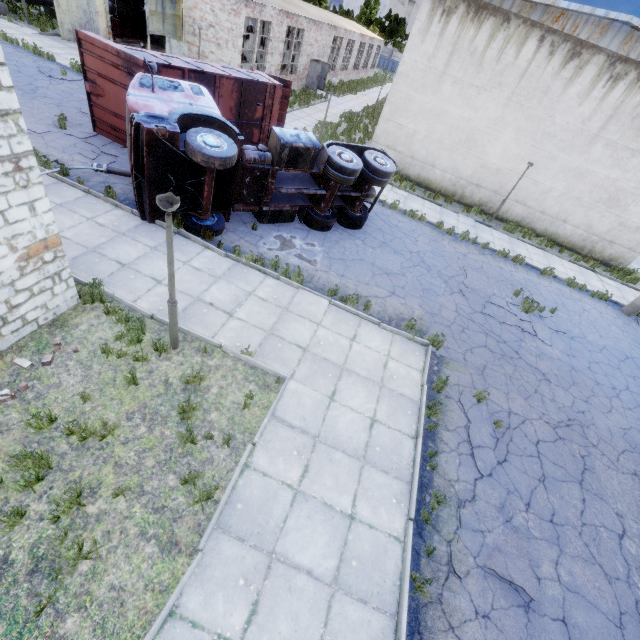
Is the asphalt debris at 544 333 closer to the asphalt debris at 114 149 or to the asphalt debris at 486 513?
the asphalt debris at 486 513

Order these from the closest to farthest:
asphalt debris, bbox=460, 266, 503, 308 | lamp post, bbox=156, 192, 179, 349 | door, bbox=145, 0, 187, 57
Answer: lamp post, bbox=156, 192, 179, 349
asphalt debris, bbox=460, 266, 503, 308
door, bbox=145, 0, 187, 57

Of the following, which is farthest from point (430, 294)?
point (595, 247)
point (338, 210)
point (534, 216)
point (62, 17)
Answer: point (62, 17)

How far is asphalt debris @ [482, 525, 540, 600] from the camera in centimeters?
531cm

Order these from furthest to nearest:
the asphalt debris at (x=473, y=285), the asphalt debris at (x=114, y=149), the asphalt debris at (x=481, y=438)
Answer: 1. the asphalt debris at (x=473, y=285)
2. the asphalt debris at (x=114, y=149)
3. the asphalt debris at (x=481, y=438)

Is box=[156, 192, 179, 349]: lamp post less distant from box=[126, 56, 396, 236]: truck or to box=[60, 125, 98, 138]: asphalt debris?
box=[126, 56, 396, 236]: truck

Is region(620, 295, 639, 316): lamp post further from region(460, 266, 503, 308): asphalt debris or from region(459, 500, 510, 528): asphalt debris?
region(459, 500, 510, 528): asphalt debris
